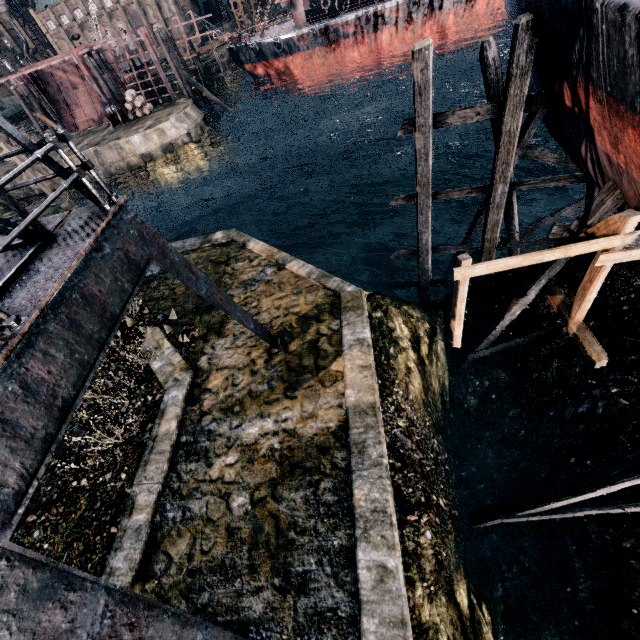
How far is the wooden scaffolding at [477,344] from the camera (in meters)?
10.91

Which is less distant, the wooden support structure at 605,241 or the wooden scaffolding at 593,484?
the wooden scaffolding at 593,484

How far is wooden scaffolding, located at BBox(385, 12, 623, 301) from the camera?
9.2 meters

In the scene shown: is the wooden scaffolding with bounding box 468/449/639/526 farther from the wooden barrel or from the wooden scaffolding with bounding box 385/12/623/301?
the wooden barrel

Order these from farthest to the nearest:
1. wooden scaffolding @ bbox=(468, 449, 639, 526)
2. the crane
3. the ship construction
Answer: the ship construction → wooden scaffolding @ bbox=(468, 449, 639, 526) → the crane

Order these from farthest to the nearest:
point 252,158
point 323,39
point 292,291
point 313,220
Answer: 1. point 323,39
2. point 252,158
3. point 313,220
4. point 292,291

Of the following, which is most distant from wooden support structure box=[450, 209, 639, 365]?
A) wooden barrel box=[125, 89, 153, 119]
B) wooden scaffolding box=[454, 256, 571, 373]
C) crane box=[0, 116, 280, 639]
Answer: wooden barrel box=[125, 89, 153, 119]

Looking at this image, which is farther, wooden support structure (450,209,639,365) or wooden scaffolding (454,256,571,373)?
wooden scaffolding (454,256,571,373)
